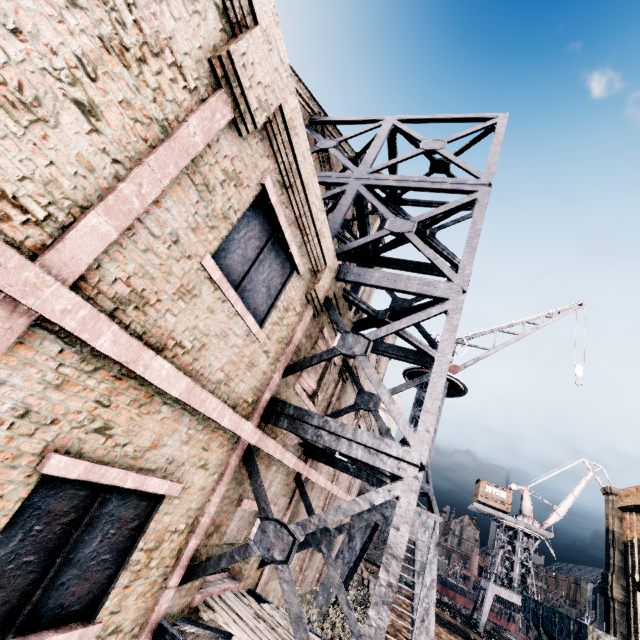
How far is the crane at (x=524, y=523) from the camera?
43.53m

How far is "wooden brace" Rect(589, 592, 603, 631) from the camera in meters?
28.6

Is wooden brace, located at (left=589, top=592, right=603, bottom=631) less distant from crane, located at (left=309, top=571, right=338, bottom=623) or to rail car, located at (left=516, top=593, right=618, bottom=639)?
rail car, located at (left=516, top=593, right=618, bottom=639)

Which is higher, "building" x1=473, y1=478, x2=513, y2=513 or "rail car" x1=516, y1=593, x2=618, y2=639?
"building" x1=473, y1=478, x2=513, y2=513

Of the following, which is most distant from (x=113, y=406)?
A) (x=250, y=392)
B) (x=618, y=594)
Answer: (x=618, y=594)

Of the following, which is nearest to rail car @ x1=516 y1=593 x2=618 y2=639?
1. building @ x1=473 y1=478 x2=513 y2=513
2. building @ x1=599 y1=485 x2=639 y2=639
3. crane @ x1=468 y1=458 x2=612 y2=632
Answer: crane @ x1=468 y1=458 x2=612 y2=632

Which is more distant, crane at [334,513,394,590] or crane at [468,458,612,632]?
crane at [468,458,612,632]

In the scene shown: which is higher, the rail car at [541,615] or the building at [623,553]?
the building at [623,553]
